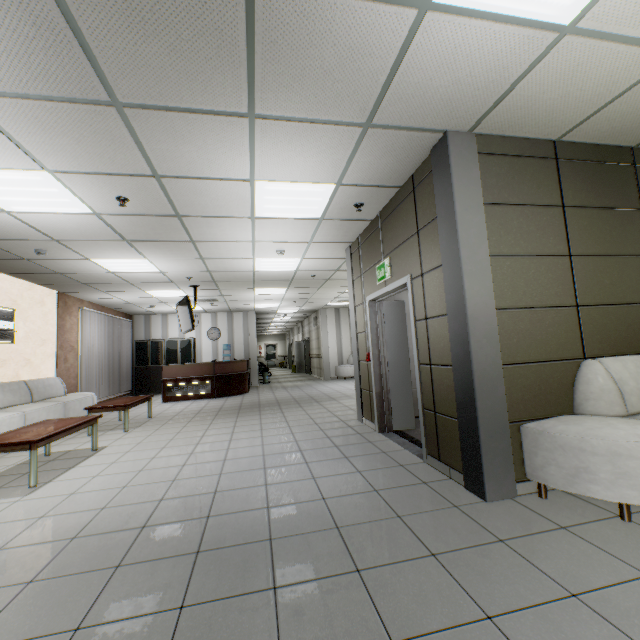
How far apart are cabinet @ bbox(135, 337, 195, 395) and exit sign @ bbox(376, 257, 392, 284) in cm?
1044

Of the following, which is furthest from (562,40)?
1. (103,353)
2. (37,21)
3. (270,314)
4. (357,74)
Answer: (270,314)

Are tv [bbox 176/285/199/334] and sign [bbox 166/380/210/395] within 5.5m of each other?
yes

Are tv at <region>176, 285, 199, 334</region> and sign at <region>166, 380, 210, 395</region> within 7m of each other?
yes

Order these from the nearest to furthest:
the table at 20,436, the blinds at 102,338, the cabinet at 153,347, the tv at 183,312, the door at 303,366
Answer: the table at 20,436, the tv at 183,312, the blinds at 102,338, the cabinet at 153,347, the door at 303,366

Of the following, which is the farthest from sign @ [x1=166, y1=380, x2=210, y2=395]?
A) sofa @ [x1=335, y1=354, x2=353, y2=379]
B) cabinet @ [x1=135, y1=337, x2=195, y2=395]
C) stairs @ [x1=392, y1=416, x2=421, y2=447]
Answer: stairs @ [x1=392, y1=416, x2=421, y2=447]

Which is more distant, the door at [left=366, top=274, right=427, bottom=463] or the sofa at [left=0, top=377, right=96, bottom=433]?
the sofa at [left=0, top=377, right=96, bottom=433]

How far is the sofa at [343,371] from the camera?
14.1 meters
